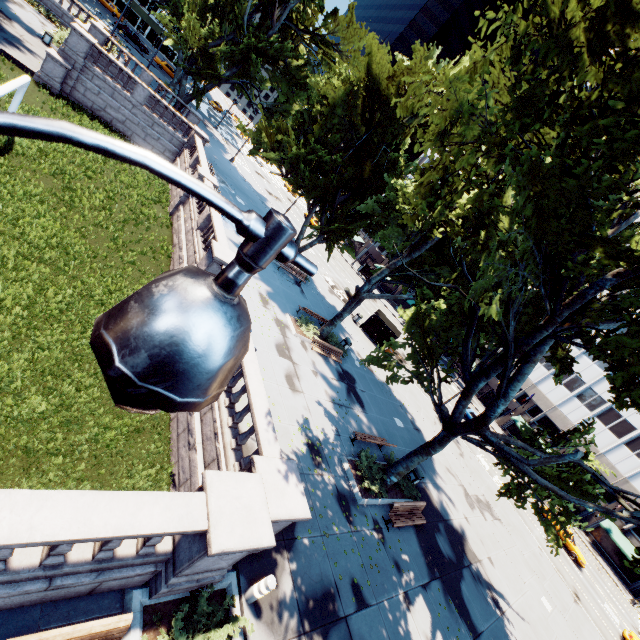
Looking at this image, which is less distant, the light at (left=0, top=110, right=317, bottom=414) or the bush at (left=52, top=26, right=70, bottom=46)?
the light at (left=0, top=110, right=317, bottom=414)

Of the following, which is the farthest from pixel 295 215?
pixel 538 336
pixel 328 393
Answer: pixel 538 336

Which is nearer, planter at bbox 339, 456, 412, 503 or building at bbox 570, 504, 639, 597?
planter at bbox 339, 456, 412, 503

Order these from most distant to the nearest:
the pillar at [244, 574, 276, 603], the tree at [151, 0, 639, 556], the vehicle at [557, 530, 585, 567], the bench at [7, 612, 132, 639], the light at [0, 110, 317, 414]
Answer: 1. the vehicle at [557, 530, 585, 567]
2. the tree at [151, 0, 639, 556]
3. the pillar at [244, 574, 276, 603]
4. the bench at [7, 612, 132, 639]
5. the light at [0, 110, 317, 414]

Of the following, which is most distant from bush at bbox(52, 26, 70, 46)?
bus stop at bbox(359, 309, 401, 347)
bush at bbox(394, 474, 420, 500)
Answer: bush at bbox(394, 474, 420, 500)

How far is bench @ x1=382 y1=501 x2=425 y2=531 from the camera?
12.88m

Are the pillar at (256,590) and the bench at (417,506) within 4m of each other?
no

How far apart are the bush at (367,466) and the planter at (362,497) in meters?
0.0
